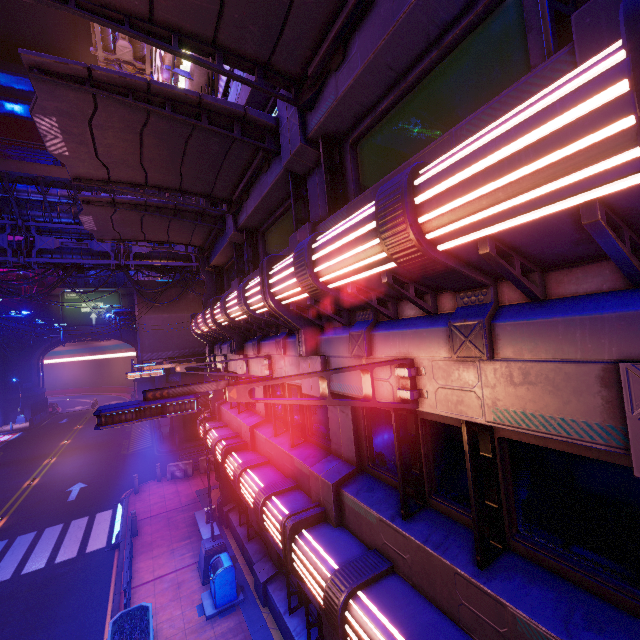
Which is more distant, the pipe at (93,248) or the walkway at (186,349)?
the walkway at (186,349)

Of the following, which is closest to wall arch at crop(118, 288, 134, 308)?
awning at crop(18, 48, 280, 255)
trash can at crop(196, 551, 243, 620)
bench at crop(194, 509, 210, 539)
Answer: bench at crop(194, 509, 210, 539)

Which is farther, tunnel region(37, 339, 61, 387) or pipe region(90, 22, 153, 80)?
tunnel region(37, 339, 61, 387)

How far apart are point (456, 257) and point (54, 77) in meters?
6.9

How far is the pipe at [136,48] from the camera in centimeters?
1606cm

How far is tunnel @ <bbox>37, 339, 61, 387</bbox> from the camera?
47.7m

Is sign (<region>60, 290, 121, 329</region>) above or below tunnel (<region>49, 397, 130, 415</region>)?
above

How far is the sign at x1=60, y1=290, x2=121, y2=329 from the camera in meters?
47.4
